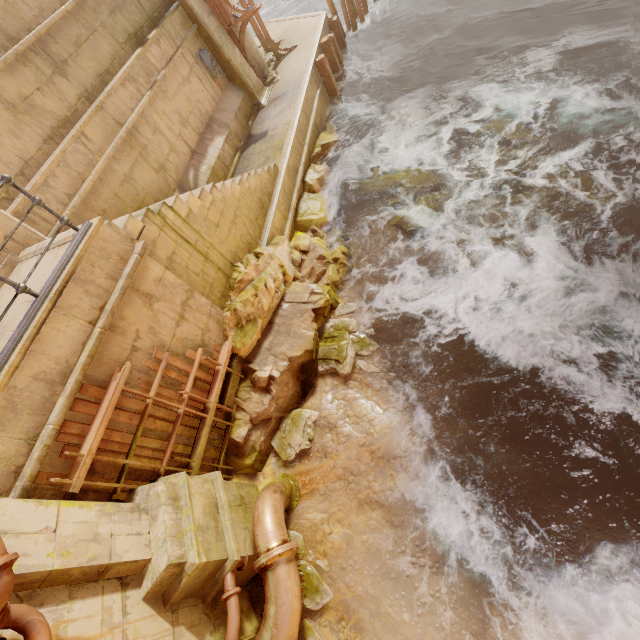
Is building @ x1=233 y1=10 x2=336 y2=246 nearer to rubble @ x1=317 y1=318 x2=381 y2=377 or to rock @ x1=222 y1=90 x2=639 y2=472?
rock @ x1=222 y1=90 x2=639 y2=472

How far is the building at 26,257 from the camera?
5.16m

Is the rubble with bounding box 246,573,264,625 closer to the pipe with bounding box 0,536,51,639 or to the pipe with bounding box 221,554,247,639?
the pipe with bounding box 221,554,247,639

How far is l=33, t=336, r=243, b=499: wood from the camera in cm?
416

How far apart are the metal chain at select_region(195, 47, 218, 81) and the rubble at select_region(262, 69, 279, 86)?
2.6 meters

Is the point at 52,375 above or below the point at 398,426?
above

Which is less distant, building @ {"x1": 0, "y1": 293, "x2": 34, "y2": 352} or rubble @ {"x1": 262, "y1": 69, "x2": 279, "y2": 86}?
building @ {"x1": 0, "y1": 293, "x2": 34, "y2": 352}

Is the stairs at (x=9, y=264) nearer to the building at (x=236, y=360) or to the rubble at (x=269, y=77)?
the building at (x=236, y=360)
